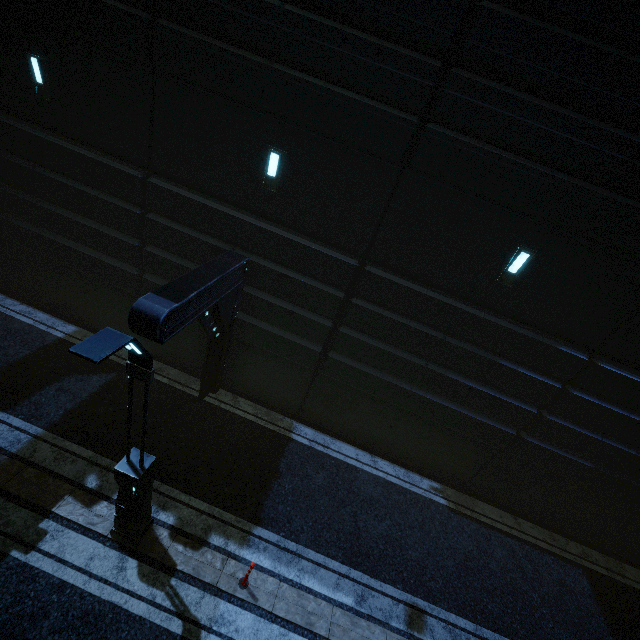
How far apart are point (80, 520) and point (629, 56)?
13.4 meters

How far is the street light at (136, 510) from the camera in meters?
3.5

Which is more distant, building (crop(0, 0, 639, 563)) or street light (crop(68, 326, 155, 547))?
building (crop(0, 0, 639, 563))

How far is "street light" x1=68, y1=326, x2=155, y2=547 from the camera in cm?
350

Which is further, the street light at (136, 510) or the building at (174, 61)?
the building at (174, 61)
